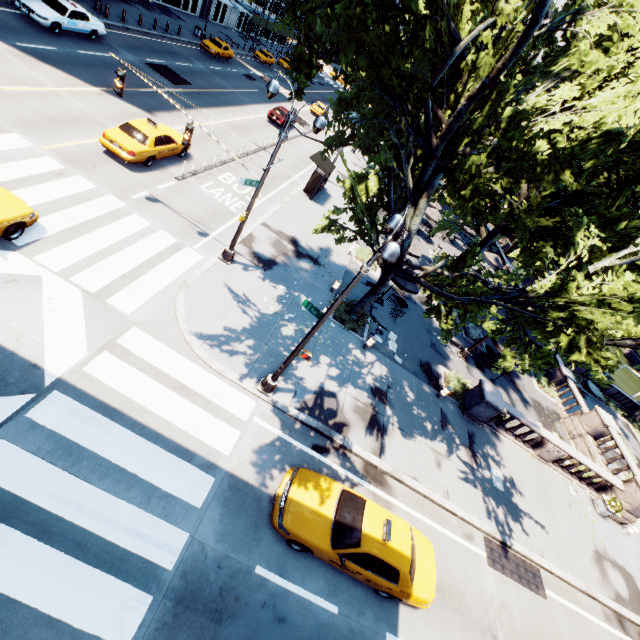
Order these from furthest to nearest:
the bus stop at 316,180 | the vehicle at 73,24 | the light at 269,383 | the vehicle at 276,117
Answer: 1. the vehicle at 276,117
2. the bus stop at 316,180
3. the vehicle at 73,24
4. the light at 269,383

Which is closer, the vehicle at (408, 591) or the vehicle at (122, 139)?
the vehicle at (408, 591)

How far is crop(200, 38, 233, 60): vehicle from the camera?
35.7 meters

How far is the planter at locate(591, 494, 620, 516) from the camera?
17.08m

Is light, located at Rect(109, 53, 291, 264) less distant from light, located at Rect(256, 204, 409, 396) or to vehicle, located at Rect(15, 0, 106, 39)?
light, located at Rect(256, 204, 409, 396)

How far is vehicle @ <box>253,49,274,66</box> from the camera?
47.97m

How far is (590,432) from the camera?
21.23m

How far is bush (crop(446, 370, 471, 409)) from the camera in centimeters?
1732cm
